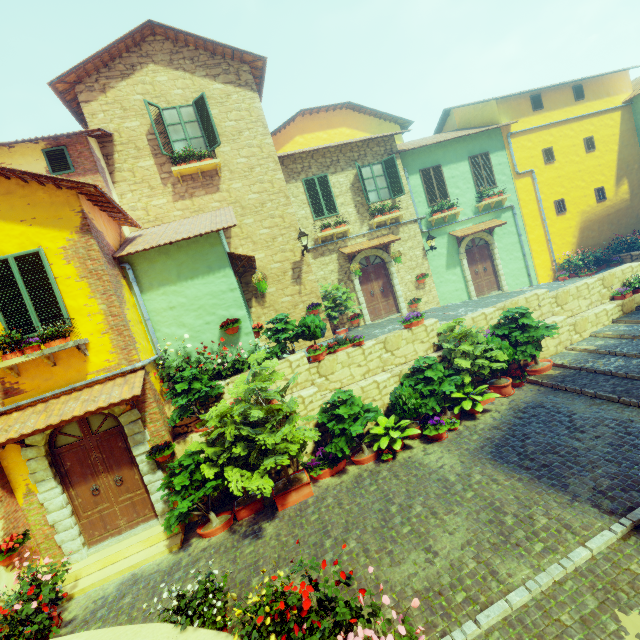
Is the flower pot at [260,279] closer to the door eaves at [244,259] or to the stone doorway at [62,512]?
the door eaves at [244,259]

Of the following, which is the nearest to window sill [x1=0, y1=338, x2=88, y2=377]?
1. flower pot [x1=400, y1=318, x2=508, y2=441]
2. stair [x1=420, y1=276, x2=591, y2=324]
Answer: stair [x1=420, y1=276, x2=591, y2=324]

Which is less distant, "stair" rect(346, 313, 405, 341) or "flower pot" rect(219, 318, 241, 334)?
"flower pot" rect(219, 318, 241, 334)

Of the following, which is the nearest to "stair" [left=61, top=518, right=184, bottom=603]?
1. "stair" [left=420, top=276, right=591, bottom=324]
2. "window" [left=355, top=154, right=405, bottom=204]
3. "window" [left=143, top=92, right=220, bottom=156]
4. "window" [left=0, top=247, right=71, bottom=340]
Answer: "stair" [left=420, top=276, right=591, bottom=324]

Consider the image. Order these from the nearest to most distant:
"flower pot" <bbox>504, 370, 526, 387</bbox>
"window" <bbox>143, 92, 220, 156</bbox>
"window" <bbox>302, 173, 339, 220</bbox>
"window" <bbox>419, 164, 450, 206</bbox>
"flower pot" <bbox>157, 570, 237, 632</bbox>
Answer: "flower pot" <bbox>157, 570, 237, 632</bbox>, "flower pot" <bbox>504, 370, 526, 387</bbox>, "window" <bbox>143, 92, 220, 156</bbox>, "window" <bbox>302, 173, 339, 220</bbox>, "window" <bbox>419, 164, 450, 206</bbox>

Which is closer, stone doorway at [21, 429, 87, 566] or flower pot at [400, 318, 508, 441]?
stone doorway at [21, 429, 87, 566]

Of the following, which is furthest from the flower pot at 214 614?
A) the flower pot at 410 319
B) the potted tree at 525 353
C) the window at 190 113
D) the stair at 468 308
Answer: the window at 190 113

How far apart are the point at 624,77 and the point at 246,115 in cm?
1922
